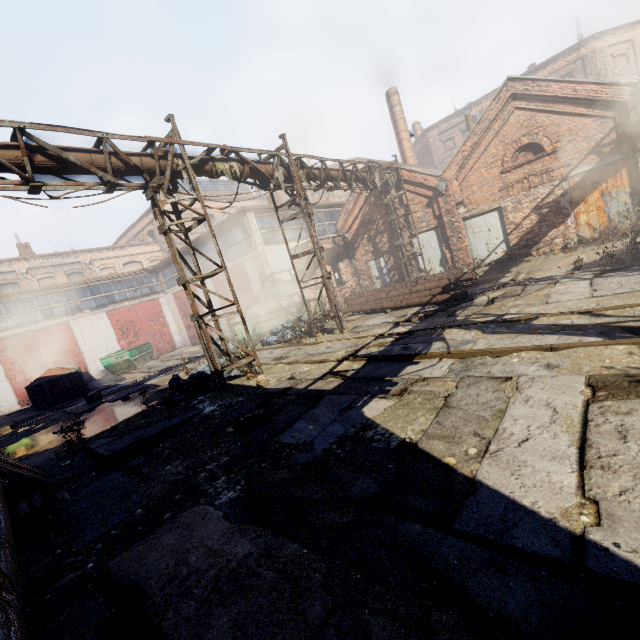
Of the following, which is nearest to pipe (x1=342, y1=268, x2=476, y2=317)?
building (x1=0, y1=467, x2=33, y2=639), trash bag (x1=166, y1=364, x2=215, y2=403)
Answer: trash bag (x1=166, y1=364, x2=215, y2=403)

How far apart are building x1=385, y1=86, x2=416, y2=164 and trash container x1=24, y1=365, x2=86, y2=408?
23.82m

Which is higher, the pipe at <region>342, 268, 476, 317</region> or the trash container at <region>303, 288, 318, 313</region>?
the trash container at <region>303, 288, 318, 313</region>

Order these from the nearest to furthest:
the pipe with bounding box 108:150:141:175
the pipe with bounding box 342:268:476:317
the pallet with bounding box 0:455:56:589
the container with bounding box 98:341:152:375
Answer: the pallet with bounding box 0:455:56:589, the pipe with bounding box 108:150:141:175, the pipe with bounding box 342:268:476:317, the container with bounding box 98:341:152:375

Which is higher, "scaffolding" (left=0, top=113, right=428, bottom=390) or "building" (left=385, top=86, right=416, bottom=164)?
"building" (left=385, top=86, right=416, bottom=164)

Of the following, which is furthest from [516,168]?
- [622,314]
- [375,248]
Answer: [622,314]

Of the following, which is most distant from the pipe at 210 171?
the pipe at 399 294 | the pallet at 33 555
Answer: the pallet at 33 555

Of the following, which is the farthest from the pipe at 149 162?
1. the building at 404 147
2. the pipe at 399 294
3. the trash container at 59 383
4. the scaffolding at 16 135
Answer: the trash container at 59 383
